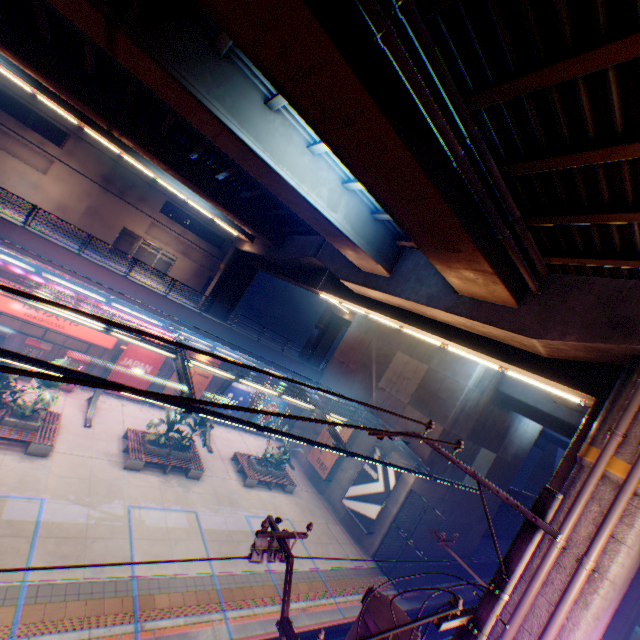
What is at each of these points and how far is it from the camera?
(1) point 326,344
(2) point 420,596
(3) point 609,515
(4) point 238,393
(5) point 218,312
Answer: (1) overpass support, 40.28m
(2) railway, 18.59m
(3) pipe, 6.66m
(4) billboard, 25.05m
(5) overpass support, 31.84m

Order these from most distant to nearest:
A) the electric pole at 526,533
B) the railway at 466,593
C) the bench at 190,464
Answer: the railway at 466,593 < the bench at 190,464 < the electric pole at 526,533

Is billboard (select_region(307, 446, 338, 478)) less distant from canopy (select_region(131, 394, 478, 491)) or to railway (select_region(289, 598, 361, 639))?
canopy (select_region(131, 394, 478, 491))

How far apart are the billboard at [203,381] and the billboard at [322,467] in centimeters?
931cm

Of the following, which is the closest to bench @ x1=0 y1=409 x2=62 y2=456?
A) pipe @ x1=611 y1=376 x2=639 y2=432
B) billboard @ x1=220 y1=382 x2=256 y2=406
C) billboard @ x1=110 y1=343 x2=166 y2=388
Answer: billboard @ x1=110 y1=343 x2=166 y2=388

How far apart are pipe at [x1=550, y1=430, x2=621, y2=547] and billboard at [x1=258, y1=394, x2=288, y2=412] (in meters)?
20.82

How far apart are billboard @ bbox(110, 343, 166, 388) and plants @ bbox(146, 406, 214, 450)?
5.3m

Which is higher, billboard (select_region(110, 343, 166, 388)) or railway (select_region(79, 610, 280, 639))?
billboard (select_region(110, 343, 166, 388))
